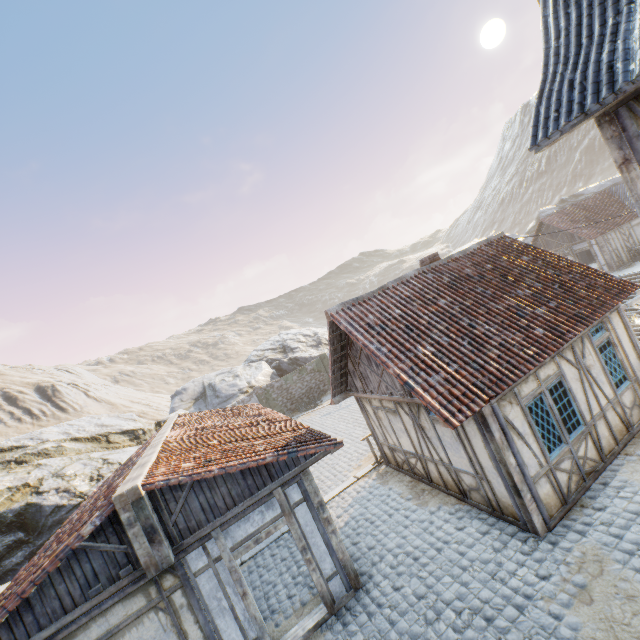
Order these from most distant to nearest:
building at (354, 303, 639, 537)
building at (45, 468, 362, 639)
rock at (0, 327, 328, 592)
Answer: rock at (0, 327, 328, 592)
building at (354, 303, 639, 537)
building at (45, 468, 362, 639)

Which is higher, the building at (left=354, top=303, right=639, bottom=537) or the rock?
the rock

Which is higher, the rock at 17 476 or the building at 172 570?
the rock at 17 476

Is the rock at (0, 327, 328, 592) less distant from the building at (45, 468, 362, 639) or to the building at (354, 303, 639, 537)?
the building at (45, 468, 362, 639)

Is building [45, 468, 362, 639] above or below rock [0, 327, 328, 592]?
below

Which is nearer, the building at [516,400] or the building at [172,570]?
the building at [172,570]

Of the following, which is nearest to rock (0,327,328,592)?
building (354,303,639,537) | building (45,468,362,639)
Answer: building (45,468,362,639)

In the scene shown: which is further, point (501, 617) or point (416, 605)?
point (416, 605)
